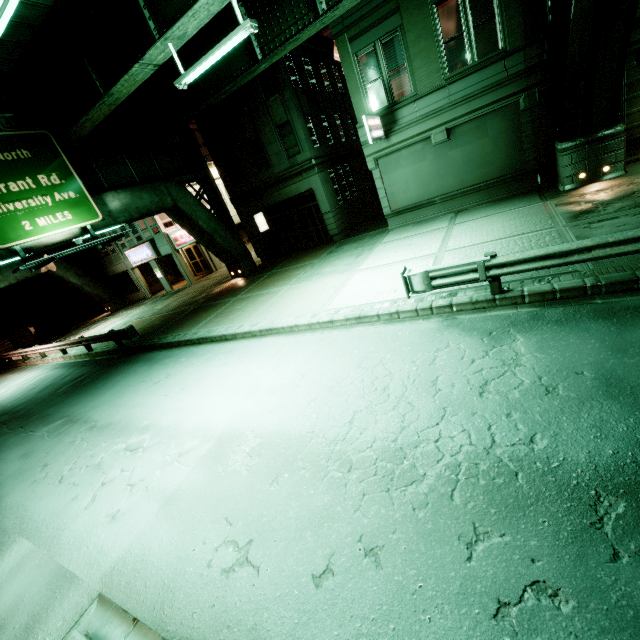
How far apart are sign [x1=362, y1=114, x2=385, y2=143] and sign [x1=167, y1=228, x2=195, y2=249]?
18.36m

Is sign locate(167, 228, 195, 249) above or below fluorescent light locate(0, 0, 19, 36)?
below

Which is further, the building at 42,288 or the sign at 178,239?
the building at 42,288

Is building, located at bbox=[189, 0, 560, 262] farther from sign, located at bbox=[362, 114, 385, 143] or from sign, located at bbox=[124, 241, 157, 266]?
sign, located at bbox=[124, 241, 157, 266]

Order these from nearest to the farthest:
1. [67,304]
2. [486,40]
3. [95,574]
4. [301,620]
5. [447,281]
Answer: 1. [301,620]
2. [95,574]
3. [447,281]
4. [486,40]
5. [67,304]

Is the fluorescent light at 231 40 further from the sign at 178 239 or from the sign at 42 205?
the sign at 178 239

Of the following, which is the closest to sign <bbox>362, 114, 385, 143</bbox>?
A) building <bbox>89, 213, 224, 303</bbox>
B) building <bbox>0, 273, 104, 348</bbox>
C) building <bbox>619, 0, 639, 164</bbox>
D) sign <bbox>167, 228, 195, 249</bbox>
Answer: building <bbox>89, 213, 224, 303</bbox>

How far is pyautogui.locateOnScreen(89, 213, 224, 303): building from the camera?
26.23m
